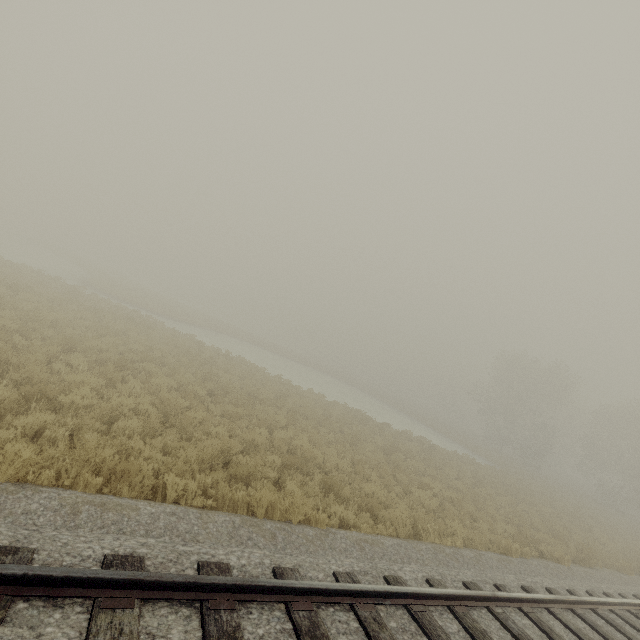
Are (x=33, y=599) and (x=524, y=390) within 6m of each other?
no
